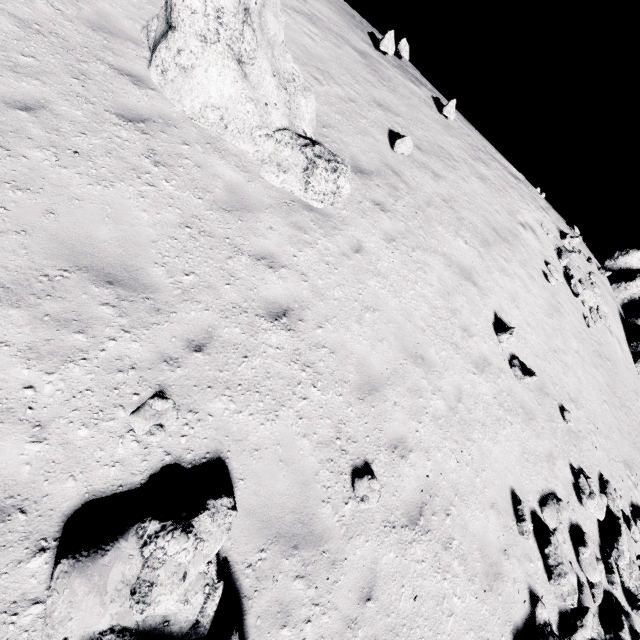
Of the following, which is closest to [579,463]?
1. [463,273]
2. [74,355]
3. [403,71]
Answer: [463,273]

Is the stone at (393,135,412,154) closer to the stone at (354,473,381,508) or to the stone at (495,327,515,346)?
the stone at (495,327,515,346)

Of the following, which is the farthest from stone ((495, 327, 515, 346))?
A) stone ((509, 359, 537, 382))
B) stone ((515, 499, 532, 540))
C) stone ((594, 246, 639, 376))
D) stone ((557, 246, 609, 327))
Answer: stone ((594, 246, 639, 376))

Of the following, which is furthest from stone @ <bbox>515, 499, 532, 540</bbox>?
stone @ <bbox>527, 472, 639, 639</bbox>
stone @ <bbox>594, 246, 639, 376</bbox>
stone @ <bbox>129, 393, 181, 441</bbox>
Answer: stone @ <bbox>594, 246, 639, 376</bbox>

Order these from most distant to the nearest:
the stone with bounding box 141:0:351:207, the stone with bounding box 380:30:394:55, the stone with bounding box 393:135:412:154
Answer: the stone with bounding box 380:30:394:55, the stone with bounding box 393:135:412:154, the stone with bounding box 141:0:351:207

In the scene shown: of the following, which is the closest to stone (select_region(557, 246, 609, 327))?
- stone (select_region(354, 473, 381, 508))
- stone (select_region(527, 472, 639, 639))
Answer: stone (select_region(527, 472, 639, 639))

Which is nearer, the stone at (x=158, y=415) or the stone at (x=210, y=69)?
the stone at (x=158, y=415)

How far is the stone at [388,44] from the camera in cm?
1321
